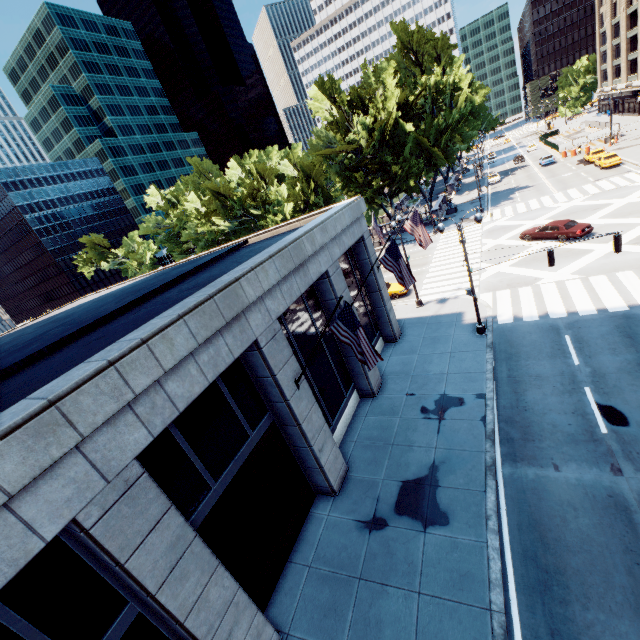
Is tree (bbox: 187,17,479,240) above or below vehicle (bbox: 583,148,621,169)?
above

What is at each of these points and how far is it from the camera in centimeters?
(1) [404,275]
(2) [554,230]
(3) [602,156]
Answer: (1) flag, 1424cm
(2) vehicle, 2681cm
(3) vehicle, 4081cm

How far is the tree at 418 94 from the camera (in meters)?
40.44

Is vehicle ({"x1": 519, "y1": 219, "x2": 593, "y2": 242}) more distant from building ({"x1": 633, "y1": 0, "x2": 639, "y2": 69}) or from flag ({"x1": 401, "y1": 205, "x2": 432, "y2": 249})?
building ({"x1": 633, "y1": 0, "x2": 639, "y2": 69})

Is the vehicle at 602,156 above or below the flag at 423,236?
below

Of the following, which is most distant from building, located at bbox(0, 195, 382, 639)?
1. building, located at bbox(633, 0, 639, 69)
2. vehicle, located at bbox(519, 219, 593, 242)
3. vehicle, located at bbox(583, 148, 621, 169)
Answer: building, located at bbox(633, 0, 639, 69)

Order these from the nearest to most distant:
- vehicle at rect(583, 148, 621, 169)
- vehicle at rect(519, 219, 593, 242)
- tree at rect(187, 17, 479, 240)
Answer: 1. vehicle at rect(519, 219, 593, 242)
2. vehicle at rect(583, 148, 621, 169)
3. tree at rect(187, 17, 479, 240)

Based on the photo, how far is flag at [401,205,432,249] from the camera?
18.1 meters
